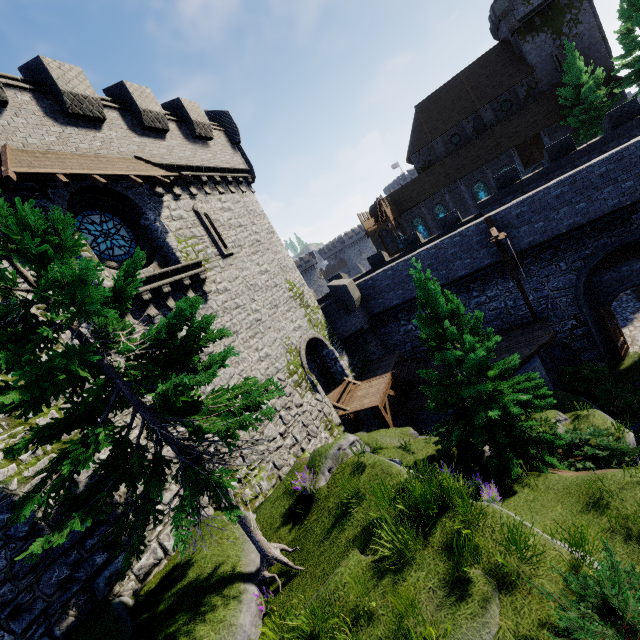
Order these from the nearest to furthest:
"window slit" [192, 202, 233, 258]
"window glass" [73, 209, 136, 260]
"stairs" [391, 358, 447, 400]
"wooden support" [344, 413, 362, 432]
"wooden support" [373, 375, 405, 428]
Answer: "window glass" [73, 209, 136, 260] < "window slit" [192, 202, 233, 258] < "wooden support" [373, 375, 405, 428] < "wooden support" [344, 413, 362, 432] < "stairs" [391, 358, 447, 400]

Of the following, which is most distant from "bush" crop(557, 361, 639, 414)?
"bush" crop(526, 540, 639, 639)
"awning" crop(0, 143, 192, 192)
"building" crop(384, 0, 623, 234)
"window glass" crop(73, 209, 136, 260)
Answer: "building" crop(384, 0, 623, 234)

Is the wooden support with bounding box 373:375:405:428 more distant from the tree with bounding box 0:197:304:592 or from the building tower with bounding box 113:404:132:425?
the tree with bounding box 0:197:304:592

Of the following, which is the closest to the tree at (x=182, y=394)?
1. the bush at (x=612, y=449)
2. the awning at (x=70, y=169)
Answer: the bush at (x=612, y=449)

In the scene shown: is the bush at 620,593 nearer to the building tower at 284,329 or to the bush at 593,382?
the building tower at 284,329

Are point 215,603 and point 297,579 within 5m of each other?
yes

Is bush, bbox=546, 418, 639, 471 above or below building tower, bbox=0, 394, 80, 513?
below

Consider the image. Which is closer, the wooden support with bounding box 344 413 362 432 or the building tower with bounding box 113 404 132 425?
the building tower with bounding box 113 404 132 425
